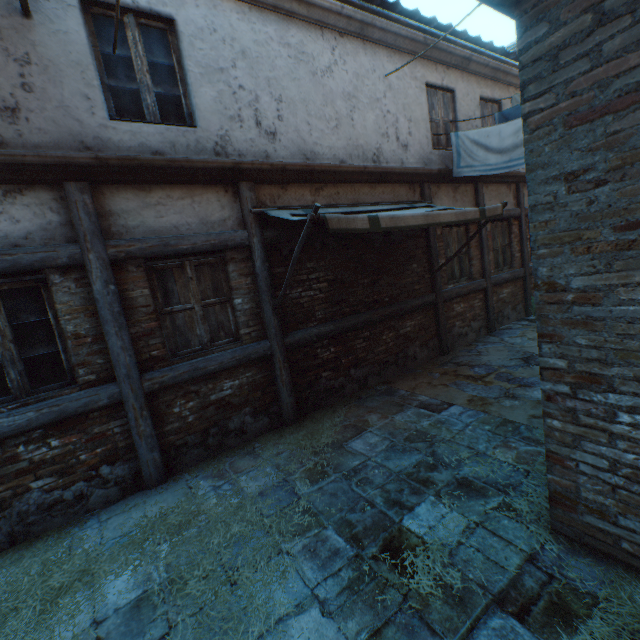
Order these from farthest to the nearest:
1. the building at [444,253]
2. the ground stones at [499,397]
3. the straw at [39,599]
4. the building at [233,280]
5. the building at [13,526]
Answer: the building at [444,253] → the ground stones at [499,397] → the building at [233,280] → the building at [13,526] → the straw at [39,599]

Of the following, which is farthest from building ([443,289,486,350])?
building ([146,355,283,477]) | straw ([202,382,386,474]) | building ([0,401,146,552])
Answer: building ([0,401,146,552])

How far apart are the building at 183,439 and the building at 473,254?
4.3m

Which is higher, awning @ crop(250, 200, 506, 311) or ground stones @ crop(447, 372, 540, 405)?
awning @ crop(250, 200, 506, 311)

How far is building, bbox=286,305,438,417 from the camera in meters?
5.4 m

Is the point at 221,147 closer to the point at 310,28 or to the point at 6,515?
the point at 310,28

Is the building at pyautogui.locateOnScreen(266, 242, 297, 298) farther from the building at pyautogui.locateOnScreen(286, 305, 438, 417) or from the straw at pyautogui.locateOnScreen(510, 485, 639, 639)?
the straw at pyautogui.locateOnScreen(510, 485, 639, 639)

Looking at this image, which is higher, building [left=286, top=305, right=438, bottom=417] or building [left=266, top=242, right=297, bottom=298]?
building [left=266, top=242, right=297, bottom=298]
